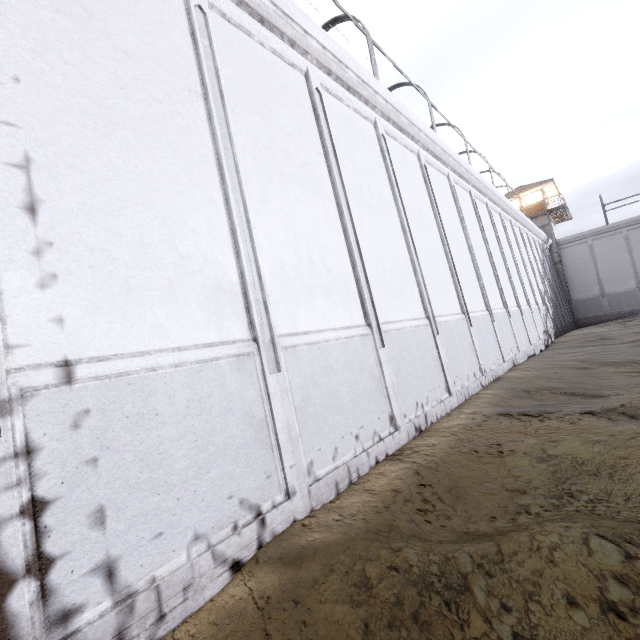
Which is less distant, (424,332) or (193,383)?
(193,383)

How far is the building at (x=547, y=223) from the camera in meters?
31.6 m

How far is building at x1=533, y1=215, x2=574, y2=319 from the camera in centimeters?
3162cm
